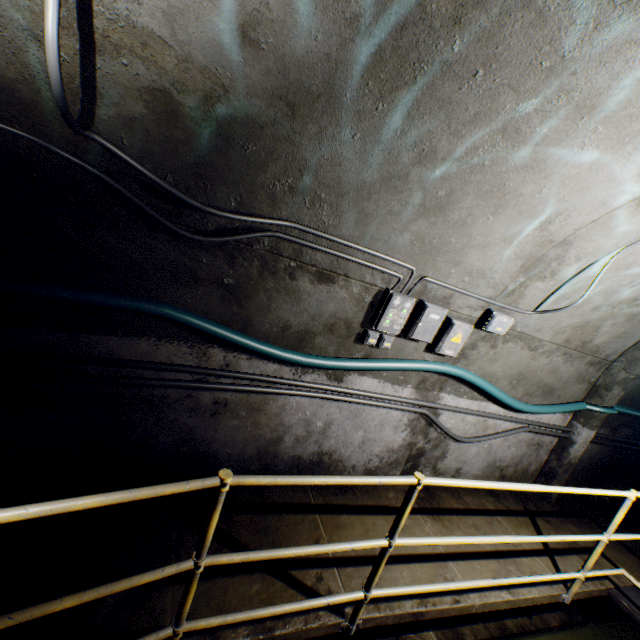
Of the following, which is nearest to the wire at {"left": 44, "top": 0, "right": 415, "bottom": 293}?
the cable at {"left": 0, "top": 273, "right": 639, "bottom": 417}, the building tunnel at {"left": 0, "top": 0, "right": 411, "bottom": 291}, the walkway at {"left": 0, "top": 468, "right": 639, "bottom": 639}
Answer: the building tunnel at {"left": 0, "top": 0, "right": 411, "bottom": 291}

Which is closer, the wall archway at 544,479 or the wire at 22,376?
the wire at 22,376

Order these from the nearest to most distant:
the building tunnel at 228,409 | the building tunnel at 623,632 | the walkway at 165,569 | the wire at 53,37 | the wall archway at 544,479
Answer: the wire at 53,37 → the walkway at 165,569 → the building tunnel at 228,409 → the building tunnel at 623,632 → the wall archway at 544,479

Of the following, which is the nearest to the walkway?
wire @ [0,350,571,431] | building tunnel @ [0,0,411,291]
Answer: building tunnel @ [0,0,411,291]

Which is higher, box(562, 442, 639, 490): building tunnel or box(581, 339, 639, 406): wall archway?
box(581, 339, 639, 406): wall archway

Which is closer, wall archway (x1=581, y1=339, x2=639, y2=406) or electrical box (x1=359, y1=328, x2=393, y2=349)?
electrical box (x1=359, y1=328, x2=393, y2=349)

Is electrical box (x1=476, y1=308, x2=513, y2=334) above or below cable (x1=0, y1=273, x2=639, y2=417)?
above

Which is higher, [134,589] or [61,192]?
[61,192]
